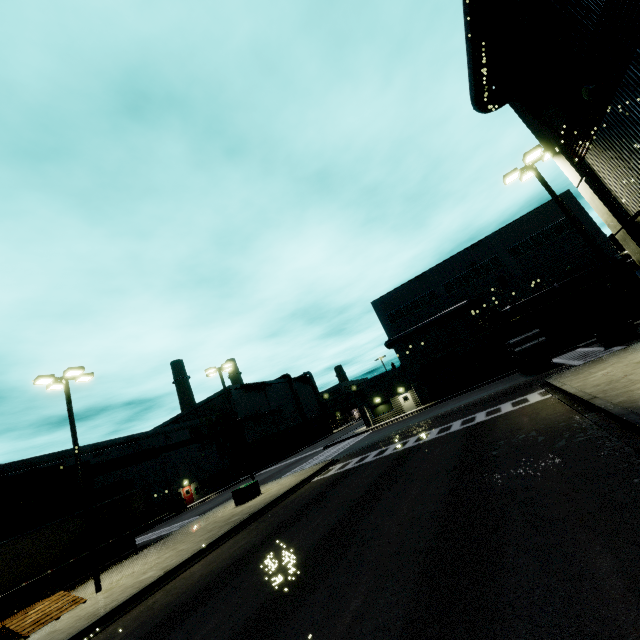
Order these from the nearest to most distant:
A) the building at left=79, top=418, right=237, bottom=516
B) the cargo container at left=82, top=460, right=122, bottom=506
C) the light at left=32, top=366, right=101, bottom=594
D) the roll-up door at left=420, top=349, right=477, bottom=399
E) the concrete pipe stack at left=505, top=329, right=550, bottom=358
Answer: the light at left=32, top=366, right=101, bottom=594
the concrete pipe stack at left=505, top=329, right=550, bottom=358
the cargo container at left=82, top=460, right=122, bottom=506
the building at left=79, top=418, right=237, bottom=516
the roll-up door at left=420, top=349, right=477, bottom=399

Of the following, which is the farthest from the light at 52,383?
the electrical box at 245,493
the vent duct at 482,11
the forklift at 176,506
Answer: the forklift at 176,506

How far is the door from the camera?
40.4 meters

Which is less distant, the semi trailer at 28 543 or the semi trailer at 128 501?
the semi trailer at 28 543

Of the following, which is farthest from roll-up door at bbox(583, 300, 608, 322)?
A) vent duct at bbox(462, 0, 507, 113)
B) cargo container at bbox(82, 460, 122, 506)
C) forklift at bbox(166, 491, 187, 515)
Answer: forklift at bbox(166, 491, 187, 515)

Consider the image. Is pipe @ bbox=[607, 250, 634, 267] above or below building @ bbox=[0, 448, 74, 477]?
below

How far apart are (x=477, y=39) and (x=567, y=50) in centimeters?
354cm

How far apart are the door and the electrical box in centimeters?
2336cm
